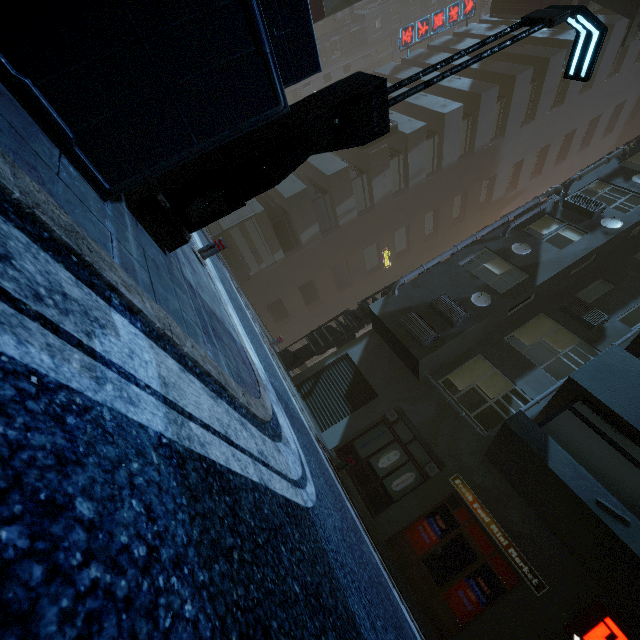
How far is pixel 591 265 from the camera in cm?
1243

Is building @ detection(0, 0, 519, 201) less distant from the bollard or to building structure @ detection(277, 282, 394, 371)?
building structure @ detection(277, 282, 394, 371)

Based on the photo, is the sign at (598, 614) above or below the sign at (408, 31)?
below

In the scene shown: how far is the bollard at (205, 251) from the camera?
6.2m

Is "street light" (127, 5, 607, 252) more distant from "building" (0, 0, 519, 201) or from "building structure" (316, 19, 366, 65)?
"building structure" (316, 19, 366, 65)

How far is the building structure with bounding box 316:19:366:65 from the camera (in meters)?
40.19

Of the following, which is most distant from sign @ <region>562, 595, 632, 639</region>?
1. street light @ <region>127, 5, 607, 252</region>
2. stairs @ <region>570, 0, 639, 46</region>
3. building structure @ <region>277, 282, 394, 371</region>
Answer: stairs @ <region>570, 0, 639, 46</region>

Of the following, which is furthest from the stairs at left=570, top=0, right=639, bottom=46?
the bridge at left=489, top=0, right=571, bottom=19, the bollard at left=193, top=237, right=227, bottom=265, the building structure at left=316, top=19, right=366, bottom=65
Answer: the building structure at left=316, top=19, right=366, bottom=65
